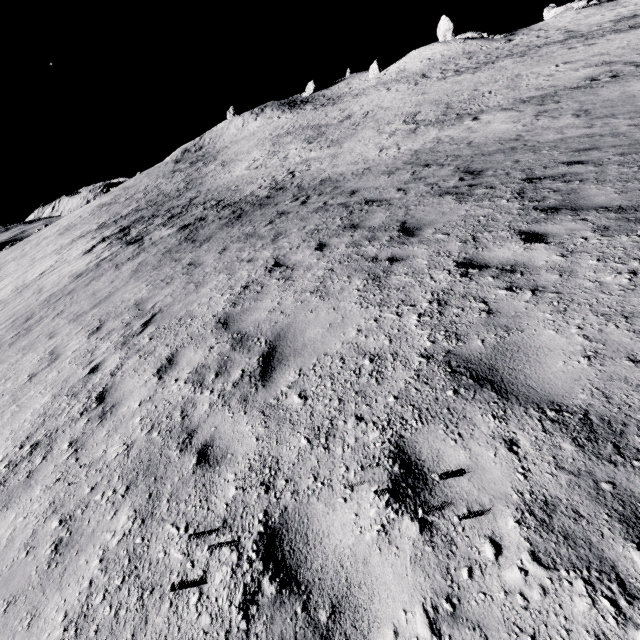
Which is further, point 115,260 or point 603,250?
point 115,260
